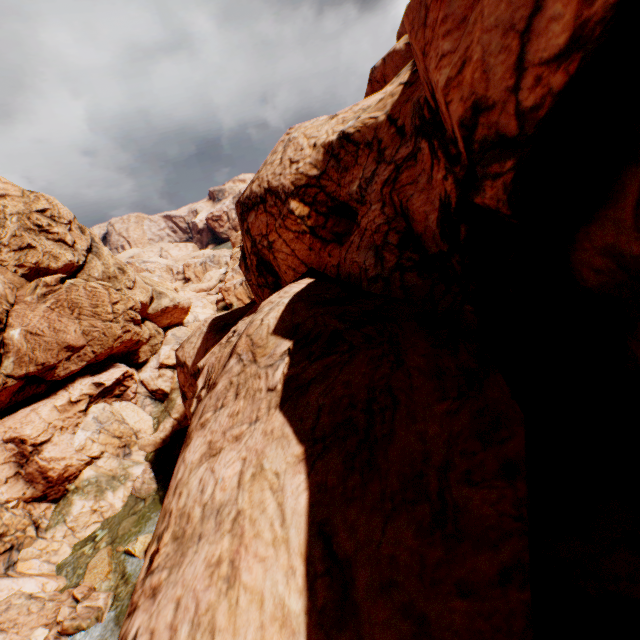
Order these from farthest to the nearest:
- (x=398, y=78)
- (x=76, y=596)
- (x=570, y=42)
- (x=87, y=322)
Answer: (x=87, y=322), (x=76, y=596), (x=398, y=78), (x=570, y=42)
